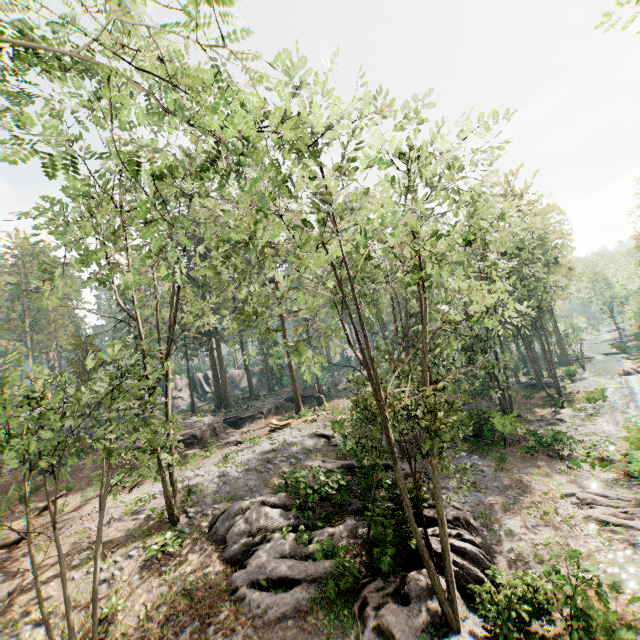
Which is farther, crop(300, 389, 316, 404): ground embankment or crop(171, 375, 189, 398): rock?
crop(171, 375, 189, 398): rock

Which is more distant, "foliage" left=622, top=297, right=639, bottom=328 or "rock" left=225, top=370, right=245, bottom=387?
"rock" left=225, top=370, right=245, bottom=387

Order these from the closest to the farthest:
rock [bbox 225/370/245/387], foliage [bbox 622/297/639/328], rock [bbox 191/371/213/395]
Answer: foliage [bbox 622/297/639/328], rock [bbox 191/371/213/395], rock [bbox 225/370/245/387]

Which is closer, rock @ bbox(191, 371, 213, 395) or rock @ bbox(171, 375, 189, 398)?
rock @ bbox(171, 375, 189, 398)

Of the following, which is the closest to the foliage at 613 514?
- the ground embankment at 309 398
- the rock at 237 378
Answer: the ground embankment at 309 398

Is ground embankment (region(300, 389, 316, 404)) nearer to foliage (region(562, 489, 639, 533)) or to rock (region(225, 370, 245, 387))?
foliage (region(562, 489, 639, 533))

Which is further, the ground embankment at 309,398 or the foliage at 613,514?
the ground embankment at 309,398

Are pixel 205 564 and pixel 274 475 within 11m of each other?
yes
